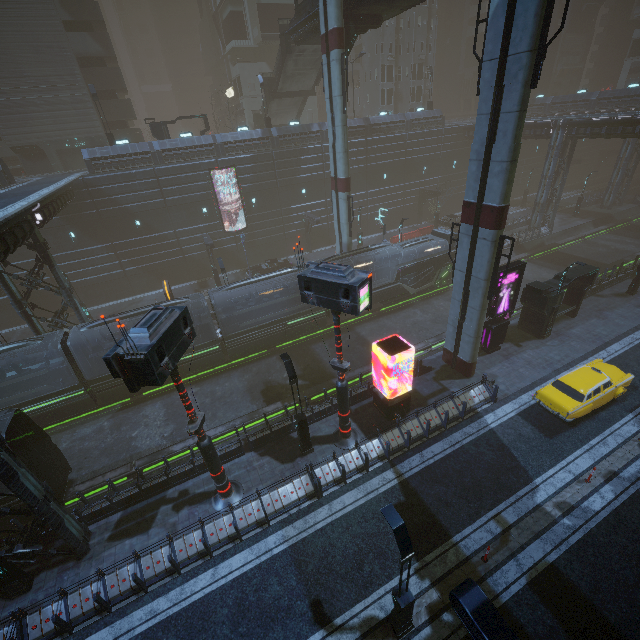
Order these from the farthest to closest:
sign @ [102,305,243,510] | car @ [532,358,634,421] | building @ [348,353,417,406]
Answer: building @ [348,353,417,406]
car @ [532,358,634,421]
sign @ [102,305,243,510]

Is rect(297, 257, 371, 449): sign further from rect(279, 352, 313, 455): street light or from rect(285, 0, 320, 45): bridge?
rect(285, 0, 320, 45): bridge

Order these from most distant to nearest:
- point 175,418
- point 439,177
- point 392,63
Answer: point 392,63 < point 439,177 < point 175,418

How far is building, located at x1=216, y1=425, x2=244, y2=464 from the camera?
15.86m

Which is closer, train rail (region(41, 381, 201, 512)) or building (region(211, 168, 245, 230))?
train rail (region(41, 381, 201, 512))

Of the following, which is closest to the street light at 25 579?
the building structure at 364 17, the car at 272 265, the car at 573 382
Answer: the car at 573 382

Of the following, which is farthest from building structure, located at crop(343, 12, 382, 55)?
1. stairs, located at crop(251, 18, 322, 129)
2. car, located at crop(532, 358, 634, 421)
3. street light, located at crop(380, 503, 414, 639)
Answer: street light, located at crop(380, 503, 414, 639)

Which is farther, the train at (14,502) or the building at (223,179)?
the building at (223,179)
